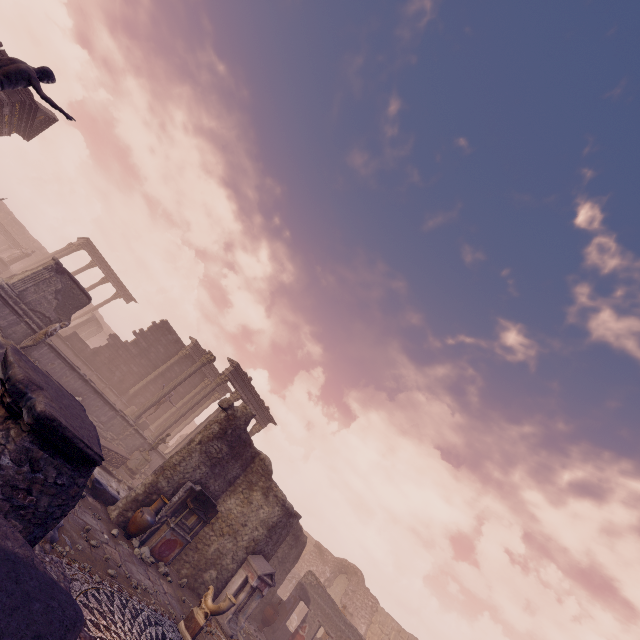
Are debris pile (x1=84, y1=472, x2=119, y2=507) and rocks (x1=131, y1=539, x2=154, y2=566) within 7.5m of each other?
yes

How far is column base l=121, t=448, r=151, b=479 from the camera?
15.6 meters

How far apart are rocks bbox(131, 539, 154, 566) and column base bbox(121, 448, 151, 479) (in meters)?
6.72

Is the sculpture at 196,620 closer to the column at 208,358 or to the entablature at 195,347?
the column at 208,358

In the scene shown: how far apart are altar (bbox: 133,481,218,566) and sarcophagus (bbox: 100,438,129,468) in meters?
4.9

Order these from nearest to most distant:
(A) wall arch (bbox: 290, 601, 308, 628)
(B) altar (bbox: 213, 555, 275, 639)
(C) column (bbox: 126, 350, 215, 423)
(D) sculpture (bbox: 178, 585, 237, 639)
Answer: (D) sculpture (bbox: 178, 585, 237, 639)
(B) altar (bbox: 213, 555, 275, 639)
(C) column (bbox: 126, 350, 215, 423)
(A) wall arch (bbox: 290, 601, 308, 628)

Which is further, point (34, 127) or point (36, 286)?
point (34, 127)

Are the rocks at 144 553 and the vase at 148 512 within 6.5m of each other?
yes
